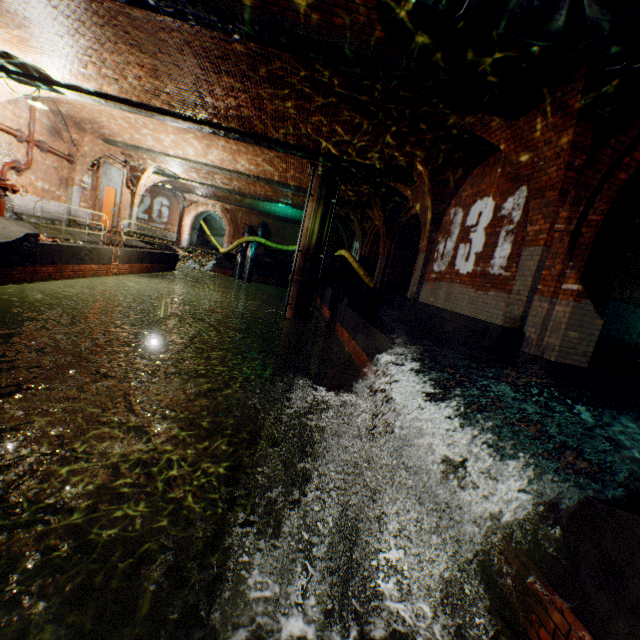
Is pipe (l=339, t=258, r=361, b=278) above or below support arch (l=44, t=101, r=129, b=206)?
below

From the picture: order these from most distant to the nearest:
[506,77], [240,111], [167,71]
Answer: [240,111] < [167,71] < [506,77]

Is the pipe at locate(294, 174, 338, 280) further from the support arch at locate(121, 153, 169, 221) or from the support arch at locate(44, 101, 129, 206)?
the support arch at locate(121, 153, 169, 221)

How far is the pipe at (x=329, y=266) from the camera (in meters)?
18.92

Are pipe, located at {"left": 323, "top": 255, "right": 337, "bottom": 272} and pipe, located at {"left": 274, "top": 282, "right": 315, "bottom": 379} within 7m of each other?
yes

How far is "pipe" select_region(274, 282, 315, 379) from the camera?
12.9 meters

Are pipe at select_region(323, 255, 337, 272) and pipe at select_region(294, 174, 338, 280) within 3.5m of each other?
no

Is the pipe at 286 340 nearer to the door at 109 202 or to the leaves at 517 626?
the leaves at 517 626
